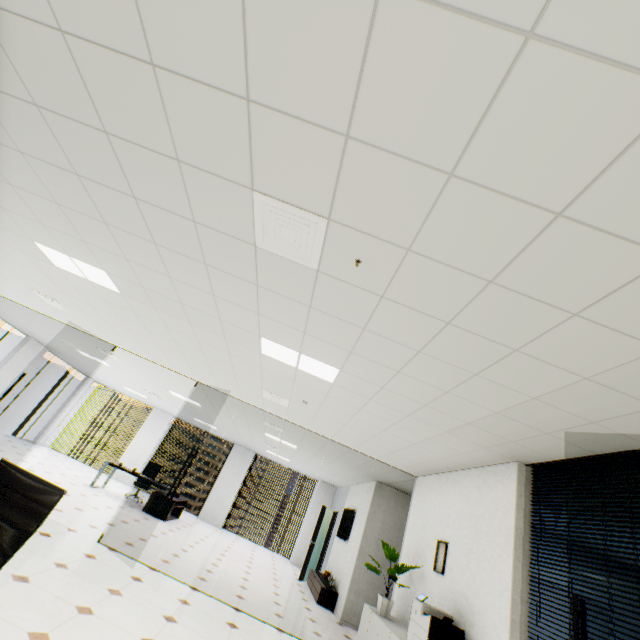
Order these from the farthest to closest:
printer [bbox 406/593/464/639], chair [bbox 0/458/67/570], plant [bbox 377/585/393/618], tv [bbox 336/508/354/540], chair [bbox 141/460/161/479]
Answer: chair [bbox 141/460/161/479] → tv [bbox 336/508/354/540] → plant [bbox 377/585/393/618] → printer [bbox 406/593/464/639] → chair [bbox 0/458/67/570]

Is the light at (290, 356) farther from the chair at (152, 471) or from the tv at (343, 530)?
the chair at (152, 471)

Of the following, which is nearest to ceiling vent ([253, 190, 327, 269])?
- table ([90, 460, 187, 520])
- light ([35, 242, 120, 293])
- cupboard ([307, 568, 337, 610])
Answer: light ([35, 242, 120, 293])

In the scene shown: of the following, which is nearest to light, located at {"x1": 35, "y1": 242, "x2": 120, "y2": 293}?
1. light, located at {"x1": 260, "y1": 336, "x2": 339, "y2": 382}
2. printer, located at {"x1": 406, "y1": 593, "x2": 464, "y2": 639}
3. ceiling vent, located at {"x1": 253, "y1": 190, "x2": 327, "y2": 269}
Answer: light, located at {"x1": 260, "y1": 336, "x2": 339, "y2": 382}

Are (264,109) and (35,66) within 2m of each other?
yes

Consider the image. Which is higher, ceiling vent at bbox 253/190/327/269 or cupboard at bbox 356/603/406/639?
ceiling vent at bbox 253/190/327/269

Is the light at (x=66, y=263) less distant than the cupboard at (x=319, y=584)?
Yes

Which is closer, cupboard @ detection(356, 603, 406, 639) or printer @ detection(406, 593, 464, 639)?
printer @ detection(406, 593, 464, 639)
